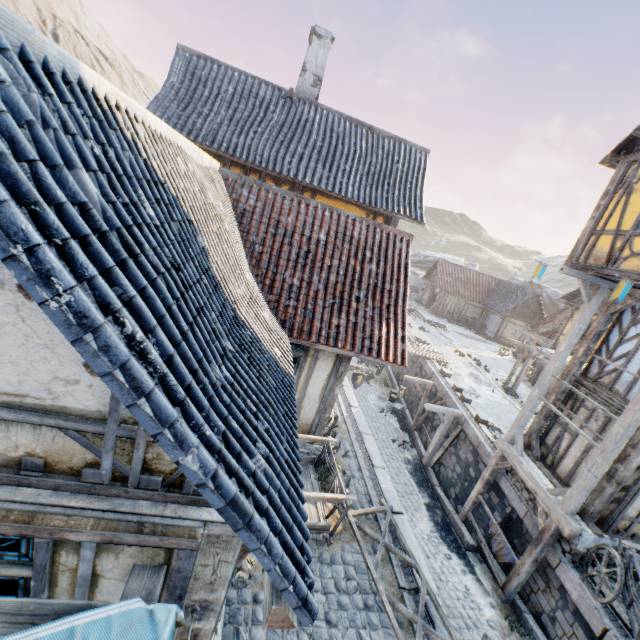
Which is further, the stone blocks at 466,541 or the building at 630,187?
the stone blocks at 466,541

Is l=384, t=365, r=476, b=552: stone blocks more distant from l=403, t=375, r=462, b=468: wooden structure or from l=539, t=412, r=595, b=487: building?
l=539, t=412, r=595, b=487: building

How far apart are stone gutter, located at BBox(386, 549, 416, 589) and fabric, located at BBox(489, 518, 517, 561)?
4.3m

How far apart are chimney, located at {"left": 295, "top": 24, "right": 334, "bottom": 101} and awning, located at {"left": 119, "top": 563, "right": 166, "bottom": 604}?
14.4m

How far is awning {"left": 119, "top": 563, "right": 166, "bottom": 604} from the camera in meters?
2.4 m

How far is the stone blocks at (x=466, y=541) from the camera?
11.1 meters

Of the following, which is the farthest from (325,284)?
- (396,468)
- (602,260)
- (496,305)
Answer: (496,305)

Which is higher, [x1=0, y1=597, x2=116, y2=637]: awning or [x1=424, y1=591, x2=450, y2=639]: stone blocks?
[x1=0, y1=597, x2=116, y2=637]: awning
